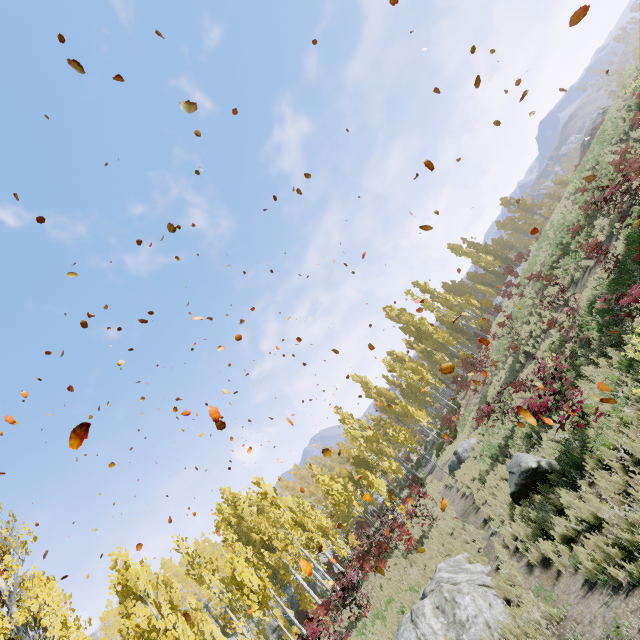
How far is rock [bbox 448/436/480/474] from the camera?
19.7 meters

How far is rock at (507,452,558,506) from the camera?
9.3 meters

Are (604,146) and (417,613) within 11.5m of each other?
no

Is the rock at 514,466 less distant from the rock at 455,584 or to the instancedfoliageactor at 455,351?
the instancedfoliageactor at 455,351

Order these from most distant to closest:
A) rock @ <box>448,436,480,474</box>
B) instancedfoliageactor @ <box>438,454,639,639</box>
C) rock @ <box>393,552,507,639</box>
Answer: rock @ <box>448,436,480,474</box> → rock @ <box>393,552,507,639</box> → instancedfoliageactor @ <box>438,454,639,639</box>

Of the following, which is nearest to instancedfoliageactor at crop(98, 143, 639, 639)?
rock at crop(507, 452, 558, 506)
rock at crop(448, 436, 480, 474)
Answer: rock at crop(448, 436, 480, 474)

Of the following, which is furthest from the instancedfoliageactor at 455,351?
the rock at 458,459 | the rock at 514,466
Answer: the rock at 514,466
